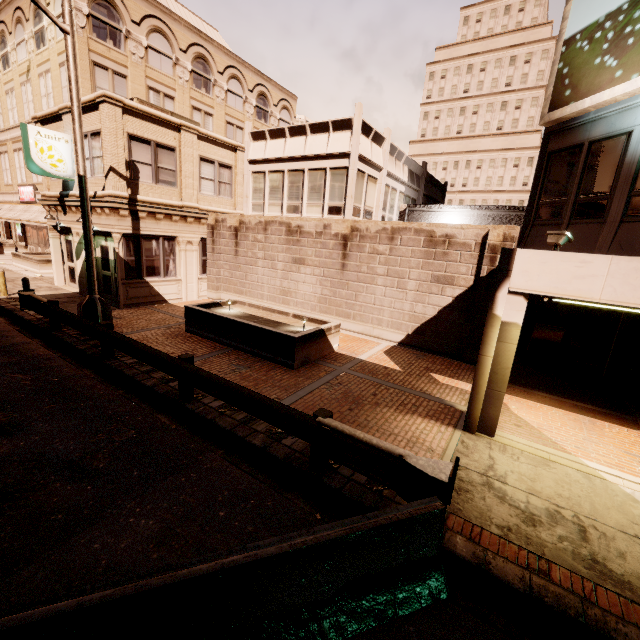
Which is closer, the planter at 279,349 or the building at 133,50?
the building at 133,50

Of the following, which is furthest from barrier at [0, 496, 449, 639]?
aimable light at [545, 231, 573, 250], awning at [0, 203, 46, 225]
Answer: awning at [0, 203, 46, 225]

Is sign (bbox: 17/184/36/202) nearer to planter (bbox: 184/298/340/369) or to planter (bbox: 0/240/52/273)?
planter (bbox: 0/240/52/273)

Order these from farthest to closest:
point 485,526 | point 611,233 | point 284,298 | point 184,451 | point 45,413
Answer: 1. point 284,298
2. point 611,233
3. point 45,413
4. point 184,451
5. point 485,526

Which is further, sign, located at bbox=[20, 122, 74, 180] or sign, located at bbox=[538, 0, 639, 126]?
sign, located at bbox=[20, 122, 74, 180]

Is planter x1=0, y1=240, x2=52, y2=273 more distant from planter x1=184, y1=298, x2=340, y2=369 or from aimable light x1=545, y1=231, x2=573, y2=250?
aimable light x1=545, y1=231, x2=573, y2=250

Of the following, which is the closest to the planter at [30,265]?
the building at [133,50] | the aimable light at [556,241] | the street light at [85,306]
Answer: the building at [133,50]

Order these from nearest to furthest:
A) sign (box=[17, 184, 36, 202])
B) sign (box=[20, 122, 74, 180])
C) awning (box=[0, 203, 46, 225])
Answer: sign (box=[20, 122, 74, 180]) → awning (box=[0, 203, 46, 225]) → sign (box=[17, 184, 36, 202])
